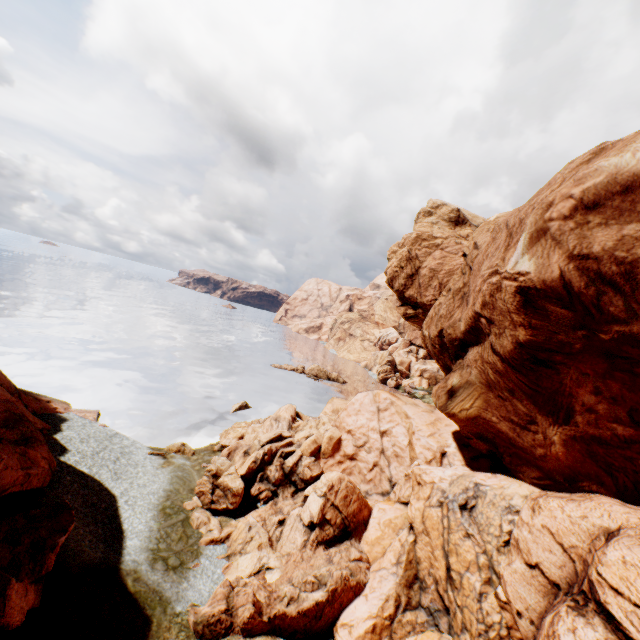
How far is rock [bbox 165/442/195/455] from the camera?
28.9m

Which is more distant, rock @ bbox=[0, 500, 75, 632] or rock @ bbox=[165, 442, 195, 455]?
rock @ bbox=[165, 442, 195, 455]

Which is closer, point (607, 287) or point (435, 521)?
point (607, 287)

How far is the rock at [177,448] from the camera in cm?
2888

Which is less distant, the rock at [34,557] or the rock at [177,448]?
the rock at [34,557]
